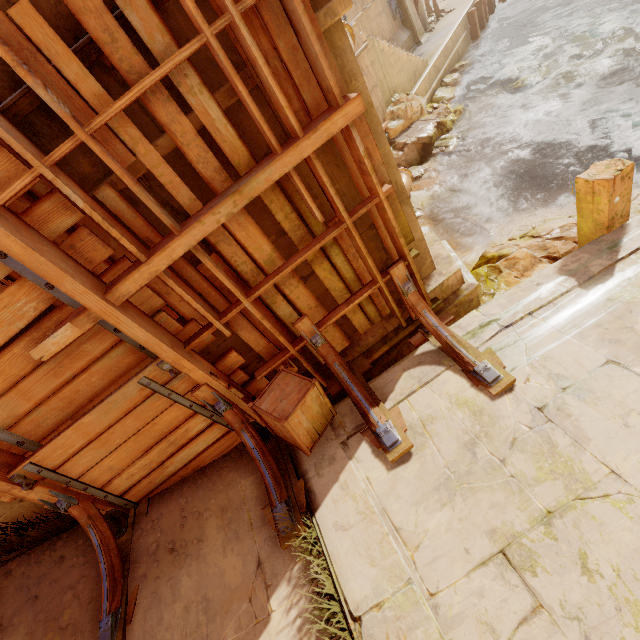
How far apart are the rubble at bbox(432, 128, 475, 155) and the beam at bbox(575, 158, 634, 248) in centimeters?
802cm

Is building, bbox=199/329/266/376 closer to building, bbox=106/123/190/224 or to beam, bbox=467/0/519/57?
building, bbox=106/123/190/224

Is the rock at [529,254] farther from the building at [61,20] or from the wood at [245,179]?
the wood at [245,179]

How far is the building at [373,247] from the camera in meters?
3.6

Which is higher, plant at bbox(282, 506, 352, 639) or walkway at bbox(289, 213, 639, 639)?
plant at bbox(282, 506, 352, 639)

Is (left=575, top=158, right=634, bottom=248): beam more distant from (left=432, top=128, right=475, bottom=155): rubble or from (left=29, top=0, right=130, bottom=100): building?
(left=432, top=128, right=475, bottom=155): rubble

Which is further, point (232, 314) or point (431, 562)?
point (232, 314)

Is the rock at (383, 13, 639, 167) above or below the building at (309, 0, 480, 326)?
below
